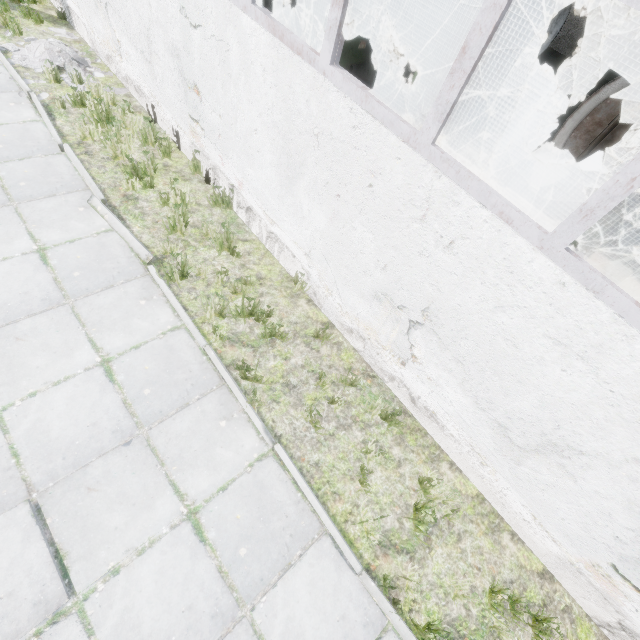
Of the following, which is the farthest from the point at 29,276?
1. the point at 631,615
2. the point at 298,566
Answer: the point at 631,615

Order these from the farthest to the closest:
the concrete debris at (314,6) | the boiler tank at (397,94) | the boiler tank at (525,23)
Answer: the concrete debris at (314,6)
the boiler tank at (525,23)
the boiler tank at (397,94)

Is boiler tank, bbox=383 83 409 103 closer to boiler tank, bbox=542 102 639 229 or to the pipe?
boiler tank, bbox=542 102 639 229

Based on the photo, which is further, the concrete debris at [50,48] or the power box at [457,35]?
the power box at [457,35]

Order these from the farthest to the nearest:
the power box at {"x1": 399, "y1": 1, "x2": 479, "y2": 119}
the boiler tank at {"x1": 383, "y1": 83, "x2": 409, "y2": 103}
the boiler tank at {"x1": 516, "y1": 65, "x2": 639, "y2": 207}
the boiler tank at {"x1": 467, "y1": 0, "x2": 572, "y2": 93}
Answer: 1. the boiler tank at {"x1": 467, "y1": 0, "x2": 572, "y2": 93}
2. the boiler tank at {"x1": 383, "y1": 83, "x2": 409, "y2": 103}
3. the power box at {"x1": 399, "y1": 1, "x2": 479, "y2": 119}
4. the boiler tank at {"x1": 516, "y1": 65, "x2": 639, "y2": 207}

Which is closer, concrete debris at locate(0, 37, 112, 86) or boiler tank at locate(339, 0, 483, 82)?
concrete debris at locate(0, 37, 112, 86)

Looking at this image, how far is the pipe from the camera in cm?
1322

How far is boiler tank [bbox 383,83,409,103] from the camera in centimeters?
937cm
